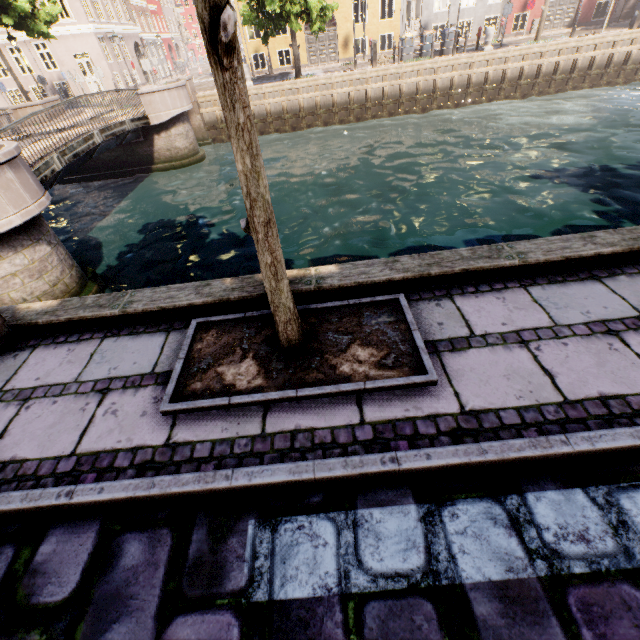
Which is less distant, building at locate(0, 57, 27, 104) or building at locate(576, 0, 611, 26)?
building at locate(576, 0, 611, 26)

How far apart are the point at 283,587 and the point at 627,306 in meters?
3.2 m

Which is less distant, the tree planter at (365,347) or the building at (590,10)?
the tree planter at (365,347)

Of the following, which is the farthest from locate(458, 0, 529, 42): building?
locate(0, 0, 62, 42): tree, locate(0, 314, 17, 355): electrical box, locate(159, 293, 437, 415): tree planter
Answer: locate(0, 314, 17, 355): electrical box

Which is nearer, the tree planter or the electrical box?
the tree planter

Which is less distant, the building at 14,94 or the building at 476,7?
the building at 476,7

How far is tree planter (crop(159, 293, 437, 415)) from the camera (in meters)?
2.30

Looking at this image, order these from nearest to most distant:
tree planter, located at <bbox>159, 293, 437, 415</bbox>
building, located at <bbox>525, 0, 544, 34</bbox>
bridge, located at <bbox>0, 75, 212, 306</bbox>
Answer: tree planter, located at <bbox>159, 293, 437, 415</bbox> → bridge, located at <bbox>0, 75, 212, 306</bbox> → building, located at <bbox>525, 0, 544, 34</bbox>
